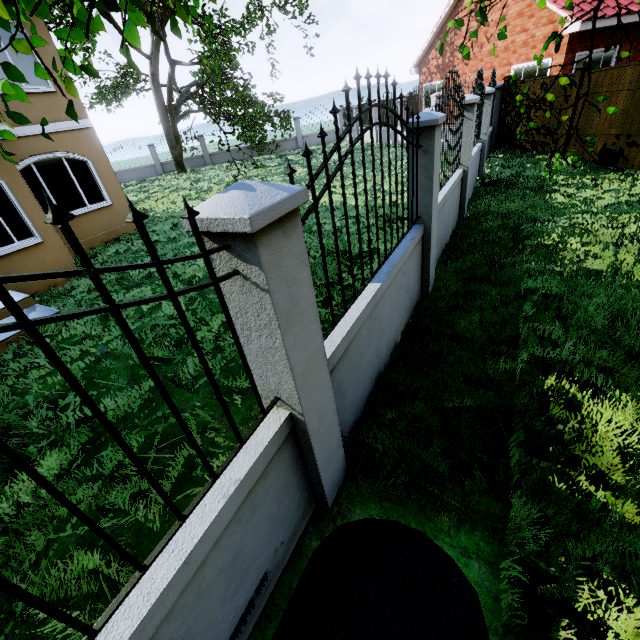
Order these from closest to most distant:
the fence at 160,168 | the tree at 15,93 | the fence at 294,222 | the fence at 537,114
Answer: the fence at 294,222, the tree at 15,93, the fence at 537,114, the fence at 160,168

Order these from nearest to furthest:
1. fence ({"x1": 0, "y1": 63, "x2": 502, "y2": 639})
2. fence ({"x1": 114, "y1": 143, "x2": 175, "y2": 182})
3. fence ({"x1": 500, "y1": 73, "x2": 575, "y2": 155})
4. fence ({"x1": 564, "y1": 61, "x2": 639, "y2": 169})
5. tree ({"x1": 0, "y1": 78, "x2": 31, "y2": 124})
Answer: fence ({"x1": 0, "y1": 63, "x2": 502, "y2": 639})
tree ({"x1": 0, "y1": 78, "x2": 31, "y2": 124})
fence ({"x1": 564, "y1": 61, "x2": 639, "y2": 169})
fence ({"x1": 500, "y1": 73, "x2": 575, "y2": 155})
fence ({"x1": 114, "y1": 143, "x2": 175, "y2": 182})

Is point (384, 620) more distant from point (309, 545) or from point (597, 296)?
point (597, 296)

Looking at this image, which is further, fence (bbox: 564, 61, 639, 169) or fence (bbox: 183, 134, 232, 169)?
fence (bbox: 183, 134, 232, 169)

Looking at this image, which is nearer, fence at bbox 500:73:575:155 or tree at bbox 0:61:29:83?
tree at bbox 0:61:29:83

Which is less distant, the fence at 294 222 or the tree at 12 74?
the fence at 294 222

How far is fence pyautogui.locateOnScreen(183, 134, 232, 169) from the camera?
25.1m
